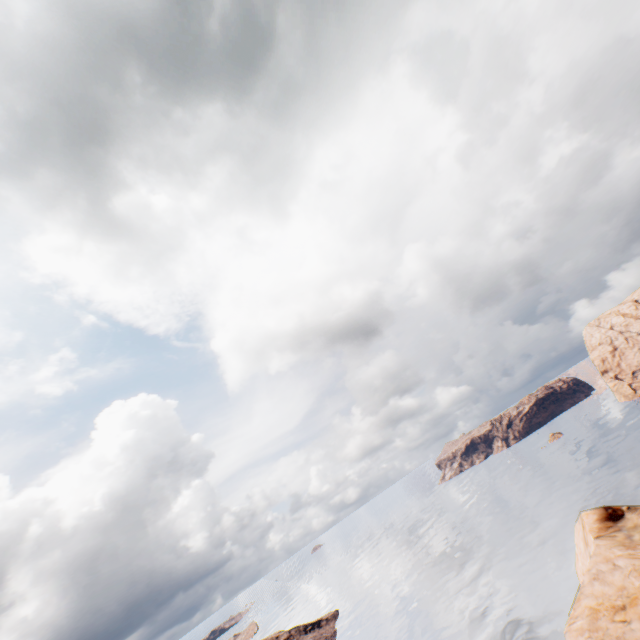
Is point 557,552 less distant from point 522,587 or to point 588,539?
point 522,587
